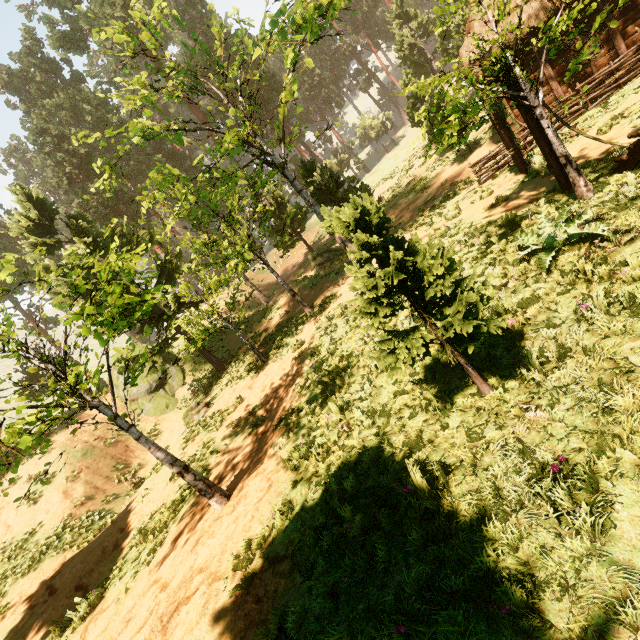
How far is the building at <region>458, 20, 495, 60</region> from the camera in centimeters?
1271cm

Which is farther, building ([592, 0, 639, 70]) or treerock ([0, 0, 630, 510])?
building ([592, 0, 639, 70])

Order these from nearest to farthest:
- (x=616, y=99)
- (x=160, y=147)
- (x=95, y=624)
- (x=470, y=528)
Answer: (x=470, y=528)
(x=95, y=624)
(x=616, y=99)
(x=160, y=147)

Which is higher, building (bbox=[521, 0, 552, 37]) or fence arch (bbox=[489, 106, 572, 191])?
building (bbox=[521, 0, 552, 37])

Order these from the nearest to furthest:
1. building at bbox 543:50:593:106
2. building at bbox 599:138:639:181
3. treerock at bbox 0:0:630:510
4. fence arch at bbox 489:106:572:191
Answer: treerock at bbox 0:0:630:510 < building at bbox 599:138:639:181 < fence arch at bbox 489:106:572:191 < building at bbox 543:50:593:106

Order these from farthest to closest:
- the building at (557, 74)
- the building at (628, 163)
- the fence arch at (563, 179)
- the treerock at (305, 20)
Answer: → the building at (557, 74), the fence arch at (563, 179), the building at (628, 163), the treerock at (305, 20)

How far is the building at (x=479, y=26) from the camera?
12.71m

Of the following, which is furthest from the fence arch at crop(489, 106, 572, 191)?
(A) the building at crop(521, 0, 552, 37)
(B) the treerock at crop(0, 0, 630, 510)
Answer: (B) the treerock at crop(0, 0, 630, 510)
